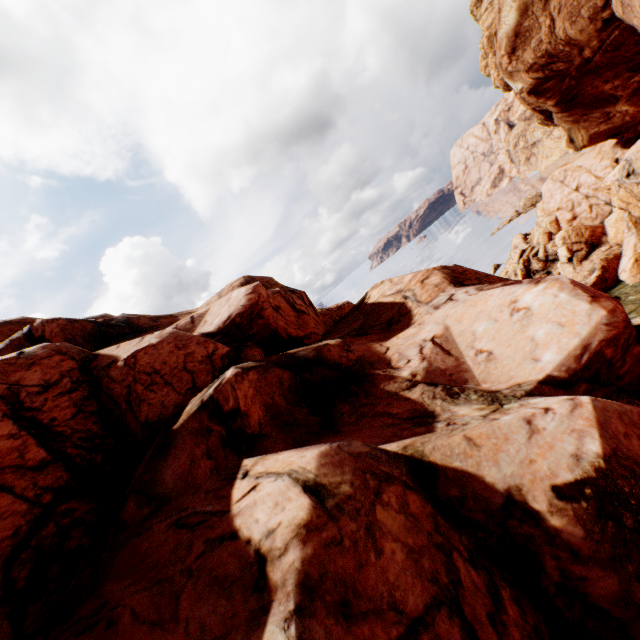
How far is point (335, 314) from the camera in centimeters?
3222cm
